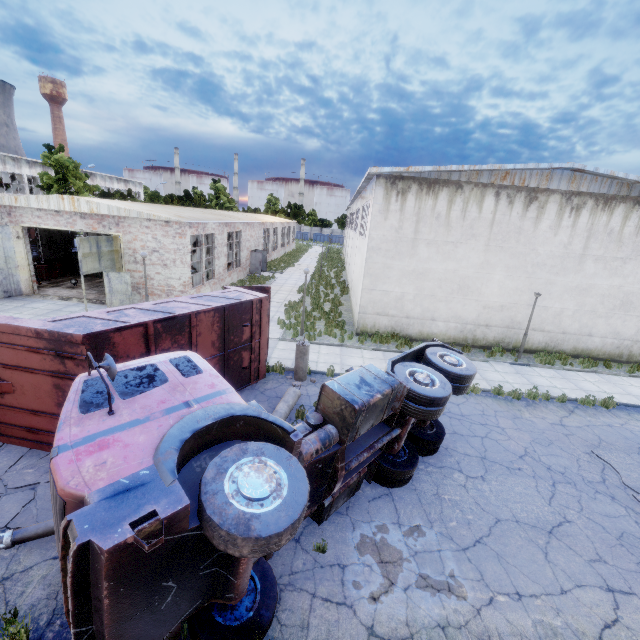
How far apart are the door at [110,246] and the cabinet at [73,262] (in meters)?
9.35

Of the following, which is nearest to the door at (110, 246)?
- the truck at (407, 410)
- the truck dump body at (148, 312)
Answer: the truck dump body at (148, 312)

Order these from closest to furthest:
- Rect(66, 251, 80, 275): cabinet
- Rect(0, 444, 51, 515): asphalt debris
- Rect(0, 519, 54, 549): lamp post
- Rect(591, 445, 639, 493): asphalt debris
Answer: Rect(0, 519, 54, 549): lamp post → Rect(0, 444, 51, 515): asphalt debris → Rect(591, 445, 639, 493): asphalt debris → Rect(66, 251, 80, 275): cabinet

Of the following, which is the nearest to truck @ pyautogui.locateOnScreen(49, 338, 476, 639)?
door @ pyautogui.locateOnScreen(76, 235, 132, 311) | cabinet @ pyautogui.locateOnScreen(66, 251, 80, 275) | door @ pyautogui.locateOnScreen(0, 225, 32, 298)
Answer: door @ pyautogui.locateOnScreen(76, 235, 132, 311)

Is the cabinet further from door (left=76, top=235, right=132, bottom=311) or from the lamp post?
the lamp post

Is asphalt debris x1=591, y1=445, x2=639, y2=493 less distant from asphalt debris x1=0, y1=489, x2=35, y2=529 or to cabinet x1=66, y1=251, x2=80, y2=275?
asphalt debris x1=0, y1=489, x2=35, y2=529

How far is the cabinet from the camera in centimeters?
2383cm

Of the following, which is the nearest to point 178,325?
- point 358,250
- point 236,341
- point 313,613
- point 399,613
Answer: point 236,341
